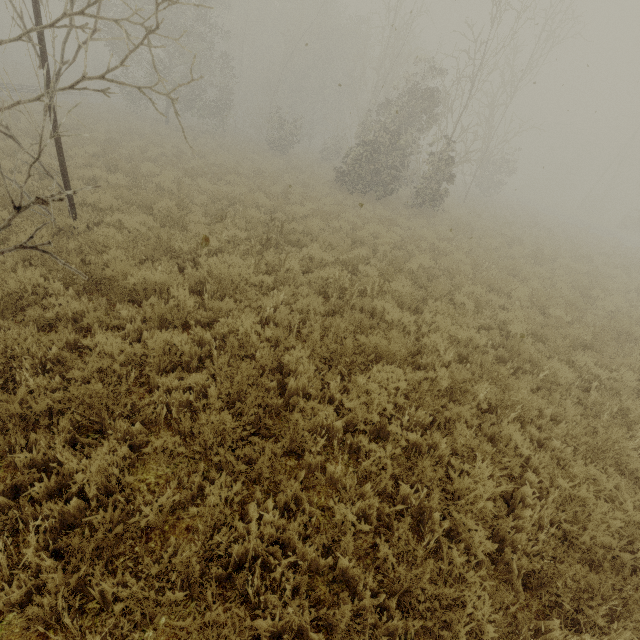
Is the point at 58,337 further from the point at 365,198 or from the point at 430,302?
the point at 365,198

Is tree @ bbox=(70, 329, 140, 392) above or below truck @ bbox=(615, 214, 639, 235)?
below

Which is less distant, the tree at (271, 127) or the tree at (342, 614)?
the tree at (342, 614)

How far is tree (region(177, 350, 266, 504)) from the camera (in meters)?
3.19

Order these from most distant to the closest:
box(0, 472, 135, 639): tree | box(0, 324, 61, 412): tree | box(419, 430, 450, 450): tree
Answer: box(419, 430, 450, 450): tree → box(0, 324, 61, 412): tree → box(0, 472, 135, 639): tree

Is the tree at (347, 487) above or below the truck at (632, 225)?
below
